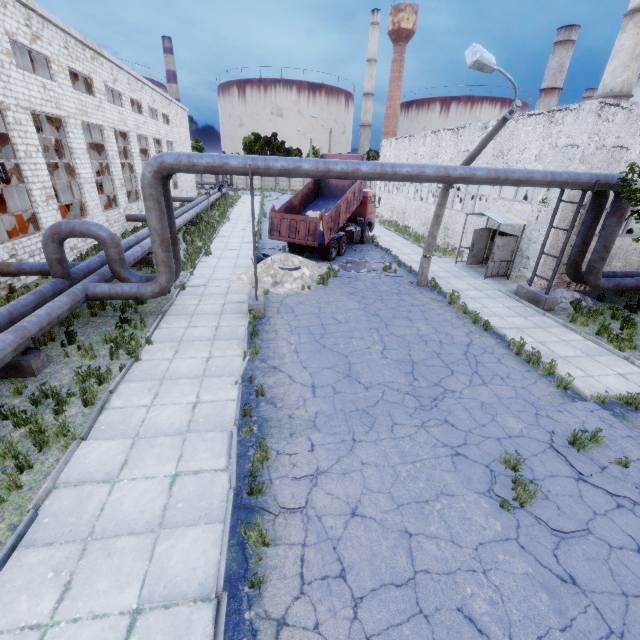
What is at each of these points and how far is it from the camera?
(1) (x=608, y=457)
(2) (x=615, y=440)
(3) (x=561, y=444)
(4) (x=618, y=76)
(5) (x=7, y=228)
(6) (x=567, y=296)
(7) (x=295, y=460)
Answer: (1) asphalt debris, 6.6 meters
(2) asphalt debris, 7.1 meters
(3) asphalt debris, 6.9 meters
(4) chimney, 29.3 meters
(5) cable machine, 16.6 meters
(6) concrete debris, 14.4 meters
(7) asphalt debris, 6.2 meters

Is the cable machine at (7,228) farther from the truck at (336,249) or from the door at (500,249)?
the door at (500,249)

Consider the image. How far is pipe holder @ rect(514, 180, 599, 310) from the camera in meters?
12.3 m

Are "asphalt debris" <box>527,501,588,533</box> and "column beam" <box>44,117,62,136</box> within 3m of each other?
no

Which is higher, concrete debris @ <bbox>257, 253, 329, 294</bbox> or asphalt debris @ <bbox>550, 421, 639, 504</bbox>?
concrete debris @ <bbox>257, 253, 329, 294</bbox>

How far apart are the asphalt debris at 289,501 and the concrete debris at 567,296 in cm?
1292

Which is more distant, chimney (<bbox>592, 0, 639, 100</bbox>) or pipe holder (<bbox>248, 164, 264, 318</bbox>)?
chimney (<bbox>592, 0, 639, 100</bbox>)

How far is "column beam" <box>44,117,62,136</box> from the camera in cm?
1744
